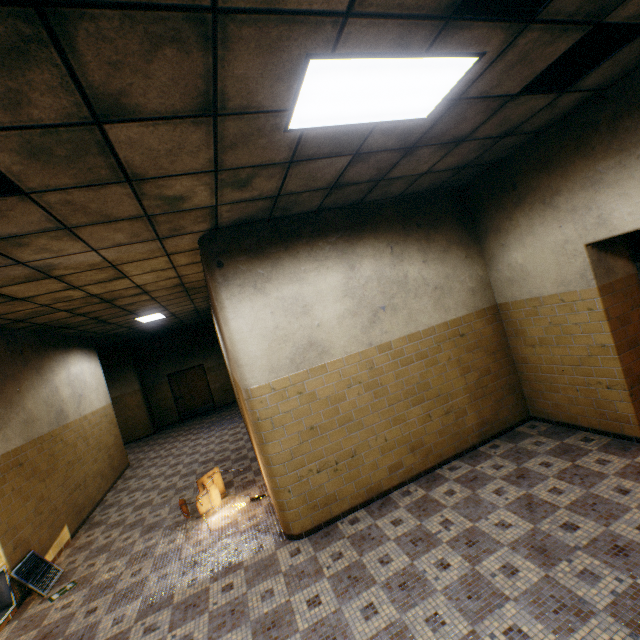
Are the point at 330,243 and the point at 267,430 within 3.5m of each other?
yes

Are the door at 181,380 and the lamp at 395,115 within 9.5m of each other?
no

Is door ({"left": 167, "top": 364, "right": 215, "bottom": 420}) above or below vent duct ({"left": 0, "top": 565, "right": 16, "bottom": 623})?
above

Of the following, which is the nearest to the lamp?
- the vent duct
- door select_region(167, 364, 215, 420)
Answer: the vent duct

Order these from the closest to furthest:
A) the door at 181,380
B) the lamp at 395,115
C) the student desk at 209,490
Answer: the lamp at 395,115, the student desk at 209,490, the door at 181,380

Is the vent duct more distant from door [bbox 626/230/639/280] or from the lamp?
door [bbox 626/230/639/280]

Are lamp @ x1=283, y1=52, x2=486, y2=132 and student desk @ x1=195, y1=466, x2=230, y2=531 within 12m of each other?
yes

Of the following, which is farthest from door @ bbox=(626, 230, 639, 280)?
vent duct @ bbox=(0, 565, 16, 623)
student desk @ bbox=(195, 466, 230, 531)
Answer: vent duct @ bbox=(0, 565, 16, 623)
